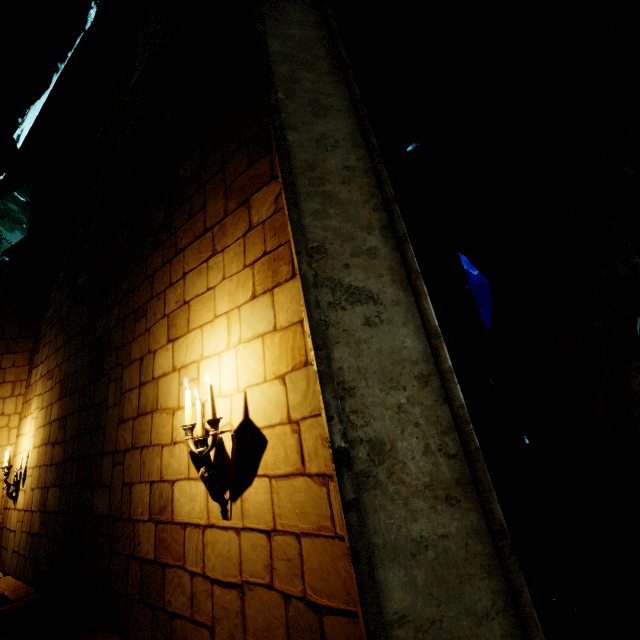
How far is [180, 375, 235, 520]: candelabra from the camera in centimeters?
234cm

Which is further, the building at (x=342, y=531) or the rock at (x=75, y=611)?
the rock at (x=75, y=611)

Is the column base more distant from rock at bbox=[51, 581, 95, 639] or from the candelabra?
the candelabra

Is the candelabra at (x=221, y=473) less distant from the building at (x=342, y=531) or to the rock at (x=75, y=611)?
the building at (x=342, y=531)

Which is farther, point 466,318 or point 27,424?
point 27,424

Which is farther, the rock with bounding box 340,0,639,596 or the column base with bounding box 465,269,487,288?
the column base with bounding box 465,269,487,288

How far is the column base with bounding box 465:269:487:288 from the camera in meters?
18.7 m

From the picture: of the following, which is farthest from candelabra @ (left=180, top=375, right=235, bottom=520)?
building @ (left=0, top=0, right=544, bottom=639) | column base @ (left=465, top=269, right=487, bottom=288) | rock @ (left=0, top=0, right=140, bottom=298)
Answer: column base @ (left=465, top=269, right=487, bottom=288)
